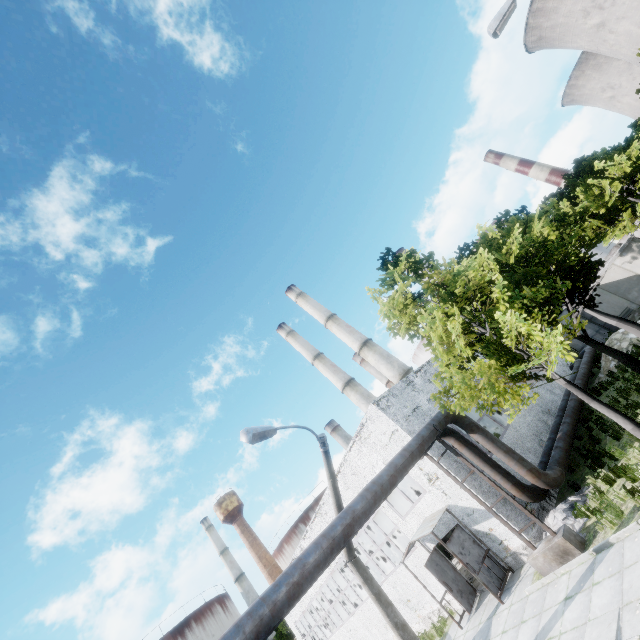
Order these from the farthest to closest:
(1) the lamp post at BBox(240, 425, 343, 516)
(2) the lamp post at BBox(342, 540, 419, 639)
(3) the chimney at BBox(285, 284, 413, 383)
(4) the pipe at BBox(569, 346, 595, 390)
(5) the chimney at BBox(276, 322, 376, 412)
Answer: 1. (5) the chimney at BBox(276, 322, 376, 412)
2. (3) the chimney at BBox(285, 284, 413, 383)
3. (4) the pipe at BBox(569, 346, 595, 390)
4. (2) the lamp post at BBox(342, 540, 419, 639)
5. (1) the lamp post at BBox(240, 425, 343, 516)

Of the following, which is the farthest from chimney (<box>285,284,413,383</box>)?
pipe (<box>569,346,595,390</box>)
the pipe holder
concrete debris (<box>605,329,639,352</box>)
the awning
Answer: the pipe holder

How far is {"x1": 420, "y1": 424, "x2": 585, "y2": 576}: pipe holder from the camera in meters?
9.4

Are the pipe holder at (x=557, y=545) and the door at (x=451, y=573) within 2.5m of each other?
no

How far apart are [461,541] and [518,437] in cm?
598

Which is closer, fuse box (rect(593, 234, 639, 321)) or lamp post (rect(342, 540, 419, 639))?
lamp post (rect(342, 540, 419, 639))

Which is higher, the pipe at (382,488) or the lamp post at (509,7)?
the lamp post at (509,7)

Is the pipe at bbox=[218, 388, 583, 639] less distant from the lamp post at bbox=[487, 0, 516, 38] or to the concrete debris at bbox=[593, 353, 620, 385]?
the concrete debris at bbox=[593, 353, 620, 385]
